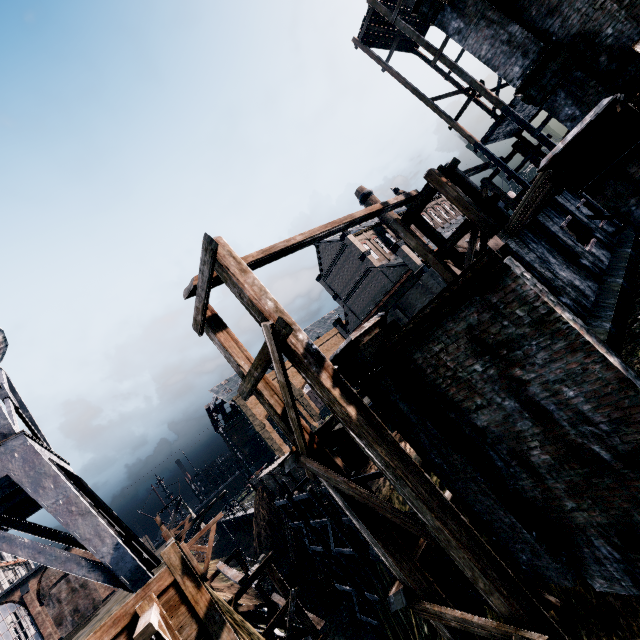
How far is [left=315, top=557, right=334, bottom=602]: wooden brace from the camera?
26.63m

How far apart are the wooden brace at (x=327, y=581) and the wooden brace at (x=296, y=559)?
4.4 meters

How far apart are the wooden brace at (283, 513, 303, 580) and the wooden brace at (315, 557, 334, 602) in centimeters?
438cm

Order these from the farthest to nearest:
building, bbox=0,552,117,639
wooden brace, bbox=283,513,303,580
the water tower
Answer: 1. building, bbox=0,552,117,639
2. wooden brace, bbox=283,513,303,580
3. the water tower

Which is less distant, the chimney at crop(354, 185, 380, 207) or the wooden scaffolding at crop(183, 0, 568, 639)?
the wooden scaffolding at crop(183, 0, 568, 639)

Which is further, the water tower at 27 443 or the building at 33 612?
the building at 33 612

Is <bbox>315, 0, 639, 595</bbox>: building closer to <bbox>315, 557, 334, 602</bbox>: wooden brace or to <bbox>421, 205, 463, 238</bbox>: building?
<bbox>421, 205, 463, 238</bbox>: building

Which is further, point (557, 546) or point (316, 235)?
point (316, 235)
